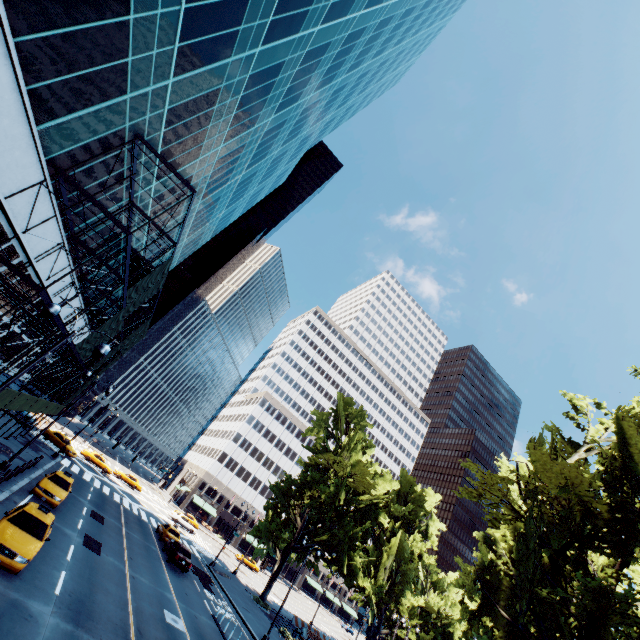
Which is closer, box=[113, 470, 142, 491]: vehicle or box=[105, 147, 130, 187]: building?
box=[105, 147, 130, 187]: building

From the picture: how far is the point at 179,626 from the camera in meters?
17.7 m

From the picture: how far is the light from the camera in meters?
10.2 m

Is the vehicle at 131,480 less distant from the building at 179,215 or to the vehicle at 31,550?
the building at 179,215

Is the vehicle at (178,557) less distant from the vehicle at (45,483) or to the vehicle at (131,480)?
the vehicle at (45,483)

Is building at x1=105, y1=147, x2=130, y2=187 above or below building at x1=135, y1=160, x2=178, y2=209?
below

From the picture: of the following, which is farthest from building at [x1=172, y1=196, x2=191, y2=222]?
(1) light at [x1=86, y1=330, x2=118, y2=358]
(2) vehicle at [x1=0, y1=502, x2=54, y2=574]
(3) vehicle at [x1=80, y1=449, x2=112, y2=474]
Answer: (3) vehicle at [x1=80, y1=449, x2=112, y2=474]

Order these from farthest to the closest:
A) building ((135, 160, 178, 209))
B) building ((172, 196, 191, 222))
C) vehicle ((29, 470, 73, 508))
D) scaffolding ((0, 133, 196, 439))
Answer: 1. building ((172, 196, 191, 222))
2. vehicle ((29, 470, 73, 508))
3. building ((135, 160, 178, 209))
4. scaffolding ((0, 133, 196, 439))
